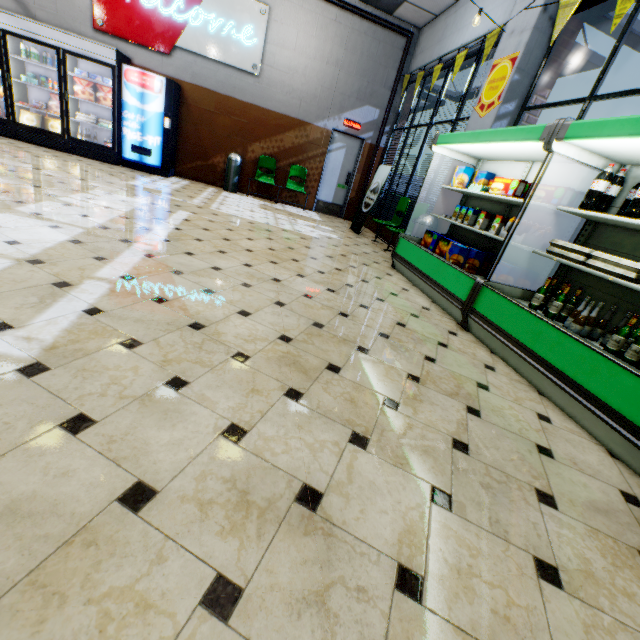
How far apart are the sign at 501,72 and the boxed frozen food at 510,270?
2.71m

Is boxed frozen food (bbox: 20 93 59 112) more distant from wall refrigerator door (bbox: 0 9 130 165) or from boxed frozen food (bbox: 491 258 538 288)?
boxed frozen food (bbox: 491 258 538 288)

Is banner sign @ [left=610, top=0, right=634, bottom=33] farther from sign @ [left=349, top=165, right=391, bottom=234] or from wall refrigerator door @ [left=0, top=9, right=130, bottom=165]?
wall refrigerator door @ [left=0, top=9, right=130, bottom=165]

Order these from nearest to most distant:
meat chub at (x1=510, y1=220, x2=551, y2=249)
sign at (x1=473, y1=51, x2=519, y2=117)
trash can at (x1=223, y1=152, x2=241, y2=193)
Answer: meat chub at (x1=510, y1=220, x2=551, y2=249)
sign at (x1=473, y1=51, x2=519, y2=117)
trash can at (x1=223, y1=152, x2=241, y2=193)

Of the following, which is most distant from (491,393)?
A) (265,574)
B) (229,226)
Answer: (229,226)

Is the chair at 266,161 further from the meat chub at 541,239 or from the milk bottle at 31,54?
the meat chub at 541,239

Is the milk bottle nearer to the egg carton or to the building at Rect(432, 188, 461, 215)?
the building at Rect(432, 188, 461, 215)

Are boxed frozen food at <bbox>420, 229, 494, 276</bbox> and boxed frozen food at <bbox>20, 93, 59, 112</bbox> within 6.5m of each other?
no
